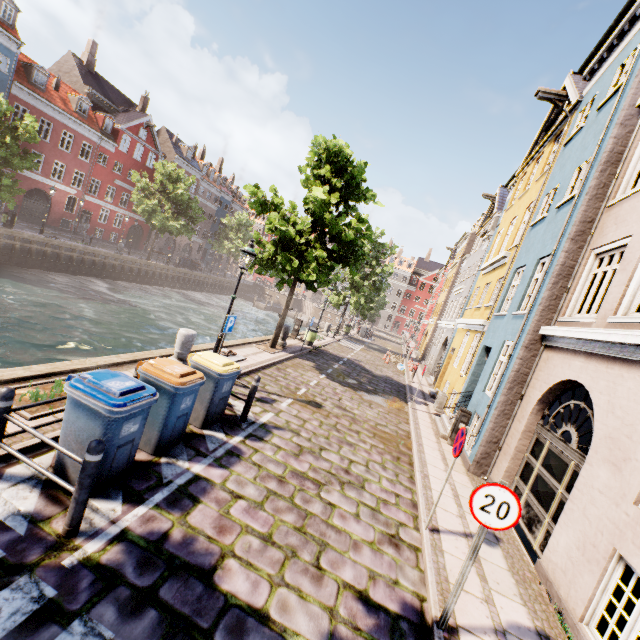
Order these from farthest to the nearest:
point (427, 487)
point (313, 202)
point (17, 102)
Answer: point (17, 102) < point (313, 202) < point (427, 487)

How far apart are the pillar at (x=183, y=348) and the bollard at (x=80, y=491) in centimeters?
516cm

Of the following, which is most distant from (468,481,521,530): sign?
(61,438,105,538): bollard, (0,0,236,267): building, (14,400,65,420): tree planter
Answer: (0,0,236,267): building

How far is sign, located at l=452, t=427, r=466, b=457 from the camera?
5.3 meters

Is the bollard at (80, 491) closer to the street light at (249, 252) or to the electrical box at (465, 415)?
the street light at (249, 252)

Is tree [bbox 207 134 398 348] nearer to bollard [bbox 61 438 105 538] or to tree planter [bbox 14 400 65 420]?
bollard [bbox 61 438 105 538]

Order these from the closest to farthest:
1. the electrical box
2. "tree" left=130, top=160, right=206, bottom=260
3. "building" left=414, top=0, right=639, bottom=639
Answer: "building" left=414, top=0, right=639, bottom=639
the electrical box
"tree" left=130, top=160, right=206, bottom=260

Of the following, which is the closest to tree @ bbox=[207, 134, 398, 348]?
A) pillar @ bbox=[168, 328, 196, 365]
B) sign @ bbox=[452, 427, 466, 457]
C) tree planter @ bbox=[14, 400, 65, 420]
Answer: pillar @ bbox=[168, 328, 196, 365]
